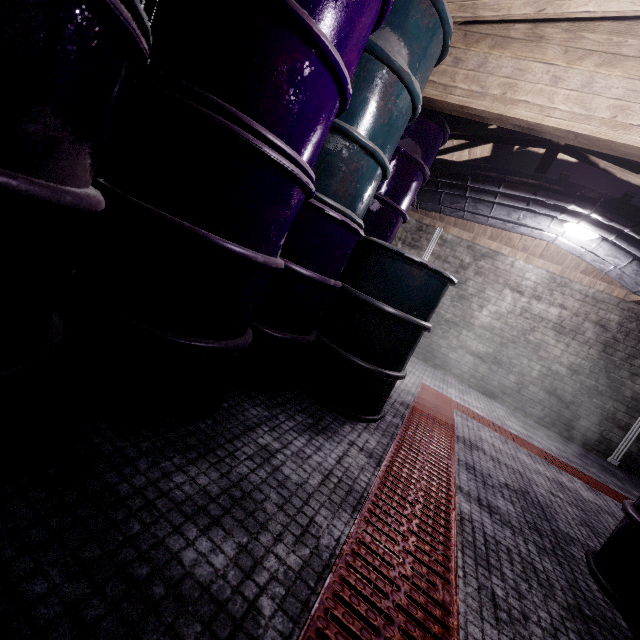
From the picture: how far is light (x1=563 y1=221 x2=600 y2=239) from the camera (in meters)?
3.06

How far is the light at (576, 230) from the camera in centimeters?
306cm

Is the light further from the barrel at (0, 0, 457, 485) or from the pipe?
the barrel at (0, 0, 457, 485)

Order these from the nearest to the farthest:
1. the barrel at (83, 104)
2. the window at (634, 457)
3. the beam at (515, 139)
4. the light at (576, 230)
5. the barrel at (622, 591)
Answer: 1. the barrel at (83, 104)
2. the barrel at (622, 591)
3. the beam at (515, 139)
4. the light at (576, 230)
5. the window at (634, 457)

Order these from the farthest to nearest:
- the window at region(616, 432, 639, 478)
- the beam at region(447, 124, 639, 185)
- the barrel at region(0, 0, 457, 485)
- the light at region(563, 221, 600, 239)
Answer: the window at region(616, 432, 639, 478)
the light at region(563, 221, 600, 239)
the beam at region(447, 124, 639, 185)
the barrel at region(0, 0, 457, 485)

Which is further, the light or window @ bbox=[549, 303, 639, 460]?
window @ bbox=[549, 303, 639, 460]

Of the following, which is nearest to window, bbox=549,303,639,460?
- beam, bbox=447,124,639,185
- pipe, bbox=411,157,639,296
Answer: pipe, bbox=411,157,639,296

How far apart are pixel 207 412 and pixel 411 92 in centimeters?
177cm
